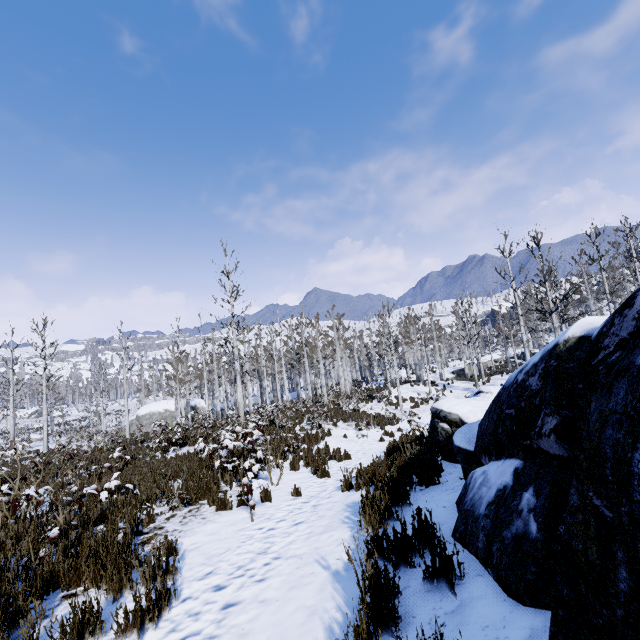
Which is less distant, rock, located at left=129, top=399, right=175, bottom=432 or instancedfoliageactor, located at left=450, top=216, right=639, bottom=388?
instancedfoliageactor, located at left=450, top=216, right=639, bottom=388

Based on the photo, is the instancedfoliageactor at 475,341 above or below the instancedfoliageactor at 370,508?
above

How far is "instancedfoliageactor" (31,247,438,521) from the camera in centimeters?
809cm

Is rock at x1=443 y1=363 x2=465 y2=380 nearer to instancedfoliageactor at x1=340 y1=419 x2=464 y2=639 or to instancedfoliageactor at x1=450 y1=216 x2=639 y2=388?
instancedfoliageactor at x1=450 y1=216 x2=639 y2=388

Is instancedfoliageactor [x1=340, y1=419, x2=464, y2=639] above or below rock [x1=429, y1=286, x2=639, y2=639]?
below

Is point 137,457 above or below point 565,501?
below

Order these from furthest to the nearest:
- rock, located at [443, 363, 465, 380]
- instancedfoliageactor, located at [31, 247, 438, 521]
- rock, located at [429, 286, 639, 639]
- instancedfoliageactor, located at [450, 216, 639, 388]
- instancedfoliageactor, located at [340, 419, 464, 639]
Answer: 1. rock, located at [443, 363, 465, 380]
2. instancedfoliageactor, located at [450, 216, 639, 388]
3. instancedfoliageactor, located at [31, 247, 438, 521]
4. instancedfoliageactor, located at [340, 419, 464, 639]
5. rock, located at [429, 286, 639, 639]

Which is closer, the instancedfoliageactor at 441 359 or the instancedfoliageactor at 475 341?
the instancedfoliageactor at 475 341
